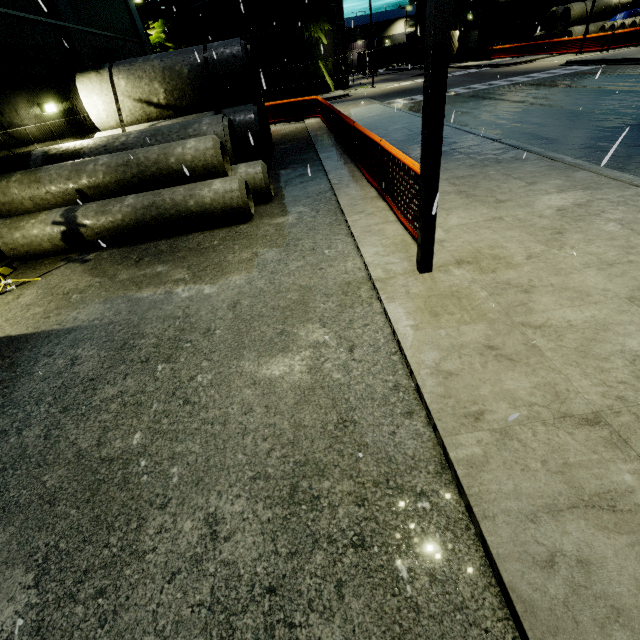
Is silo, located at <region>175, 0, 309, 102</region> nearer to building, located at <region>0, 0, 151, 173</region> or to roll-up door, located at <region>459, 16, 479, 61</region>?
building, located at <region>0, 0, 151, 173</region>

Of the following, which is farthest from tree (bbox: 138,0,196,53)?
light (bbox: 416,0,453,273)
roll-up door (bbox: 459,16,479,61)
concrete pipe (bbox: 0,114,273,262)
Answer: light (bbox: 416,0,453,273)

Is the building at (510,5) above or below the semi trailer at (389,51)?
above

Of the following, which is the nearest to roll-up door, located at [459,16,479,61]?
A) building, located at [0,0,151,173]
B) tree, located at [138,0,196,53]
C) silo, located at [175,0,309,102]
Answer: building, located at [0,0,151,173]

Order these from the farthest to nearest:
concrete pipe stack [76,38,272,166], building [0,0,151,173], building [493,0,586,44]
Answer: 1. building [493,0,586,44]
2. concrete pipe stack [76,38,272,166]
3. building [0,0,151,173]

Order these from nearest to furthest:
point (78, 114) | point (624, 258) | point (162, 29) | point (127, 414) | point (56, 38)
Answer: point (127, 414) < point (624, 258) < point (56, 38) < point (78, 114) < point (162, 29)

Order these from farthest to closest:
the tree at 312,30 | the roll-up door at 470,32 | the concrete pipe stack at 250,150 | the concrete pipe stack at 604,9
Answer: the roll-up door at 470,32
the tree at 312,30
the concrete pipe stack at 604,9
the concrete pipe stack at 250,150

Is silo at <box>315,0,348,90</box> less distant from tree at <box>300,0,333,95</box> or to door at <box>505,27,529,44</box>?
tree at <box>300,0,333,95</box>
